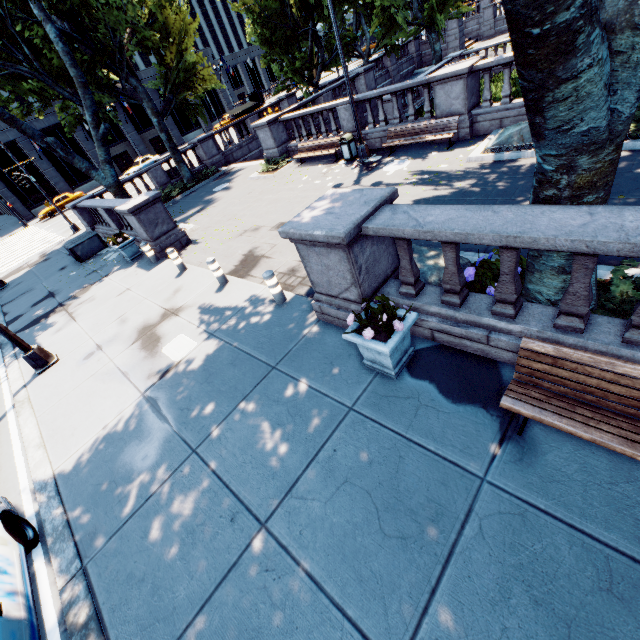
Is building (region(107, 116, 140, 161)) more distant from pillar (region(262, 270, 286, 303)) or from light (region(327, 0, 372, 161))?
pillar (region(262, 270, 286, 303))

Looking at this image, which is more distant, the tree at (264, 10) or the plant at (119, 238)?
the tree at (264, 10)

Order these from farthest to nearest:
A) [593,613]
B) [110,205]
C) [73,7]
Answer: [73,7], [110,205], [593,613]

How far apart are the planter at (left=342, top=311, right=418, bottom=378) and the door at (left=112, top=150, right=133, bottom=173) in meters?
55.3 m

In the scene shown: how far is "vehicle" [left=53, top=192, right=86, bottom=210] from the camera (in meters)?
35.88

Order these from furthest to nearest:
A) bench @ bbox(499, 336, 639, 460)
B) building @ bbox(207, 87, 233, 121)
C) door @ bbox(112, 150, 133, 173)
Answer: building @ bbox(207, 87, 233, 121)
door @ bbox(112, 150, 133, 173)
bench @ bbox(499, 336, 639, 460)

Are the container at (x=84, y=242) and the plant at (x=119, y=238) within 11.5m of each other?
yes

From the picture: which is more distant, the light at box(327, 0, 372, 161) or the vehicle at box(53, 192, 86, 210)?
the vehicle at box(53, 192, 86, 210)
